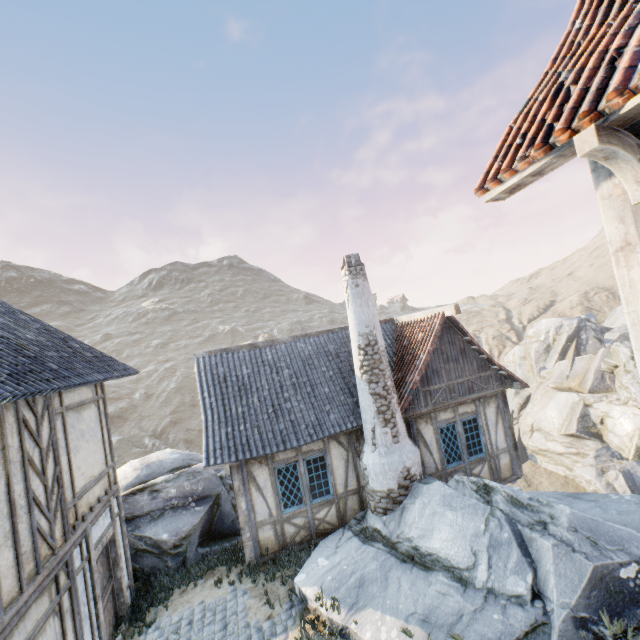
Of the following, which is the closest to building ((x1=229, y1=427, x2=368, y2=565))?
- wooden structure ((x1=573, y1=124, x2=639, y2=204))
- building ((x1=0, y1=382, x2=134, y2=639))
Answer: building ((x1=0, y1=382, x2=134, y2=639))

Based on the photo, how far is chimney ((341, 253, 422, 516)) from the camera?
8.65m

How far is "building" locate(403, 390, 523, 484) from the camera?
9.9m

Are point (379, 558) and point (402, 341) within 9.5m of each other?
yes

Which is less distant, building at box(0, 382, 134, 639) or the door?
building at box(0, 382, 134, 639)

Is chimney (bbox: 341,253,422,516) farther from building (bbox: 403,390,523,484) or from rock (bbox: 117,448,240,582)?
rock (bbox: 117,448,240,582)

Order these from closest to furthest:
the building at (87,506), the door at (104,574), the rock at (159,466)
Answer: the building at (87,506)
the door at (104,574)
the rock at (159,466)

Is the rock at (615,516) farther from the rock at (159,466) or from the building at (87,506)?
the building at (87,506)
